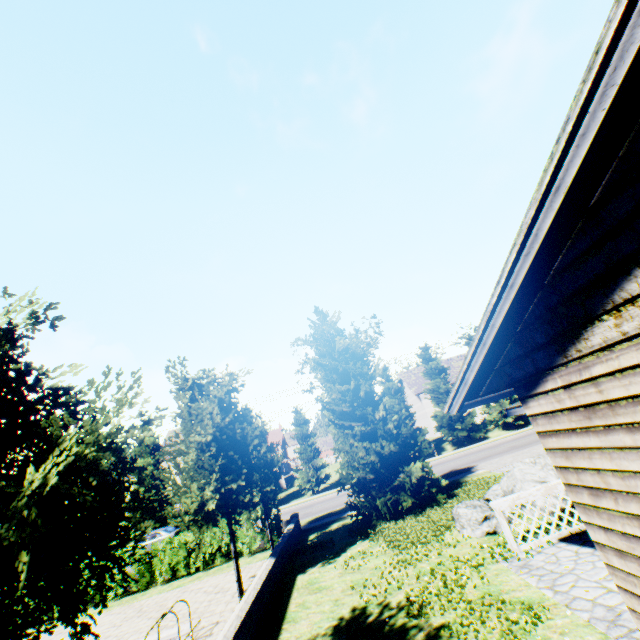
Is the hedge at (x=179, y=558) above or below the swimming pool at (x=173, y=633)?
above

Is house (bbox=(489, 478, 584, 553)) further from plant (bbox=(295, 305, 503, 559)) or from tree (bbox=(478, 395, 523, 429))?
tree (bbox=(478, 395, 523, 429))

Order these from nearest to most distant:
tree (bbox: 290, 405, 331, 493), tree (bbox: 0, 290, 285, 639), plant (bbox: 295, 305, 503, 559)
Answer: tree (bbox: 0, 290, 285, 639) → plant (bbox: 295, 305, 503, 559) → tree (bbox: 290, 405, 331, 493)

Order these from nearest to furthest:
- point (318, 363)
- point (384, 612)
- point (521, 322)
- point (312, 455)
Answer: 1. point (521, 322)
2. point (384, 612)
3. point (318, 363)
4. point (312, 455)

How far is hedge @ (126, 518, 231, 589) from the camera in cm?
1538

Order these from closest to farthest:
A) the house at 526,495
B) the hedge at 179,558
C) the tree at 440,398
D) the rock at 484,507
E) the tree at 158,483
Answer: the tree at 158,483
the house at 526,495
the rock at 484,507
the hedge at 179,558
the tree at 440,398

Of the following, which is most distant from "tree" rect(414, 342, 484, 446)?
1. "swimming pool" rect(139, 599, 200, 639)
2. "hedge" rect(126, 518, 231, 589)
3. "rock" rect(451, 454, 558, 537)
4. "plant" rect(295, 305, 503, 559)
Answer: "rock" rect(451, 454, 558, 537)
